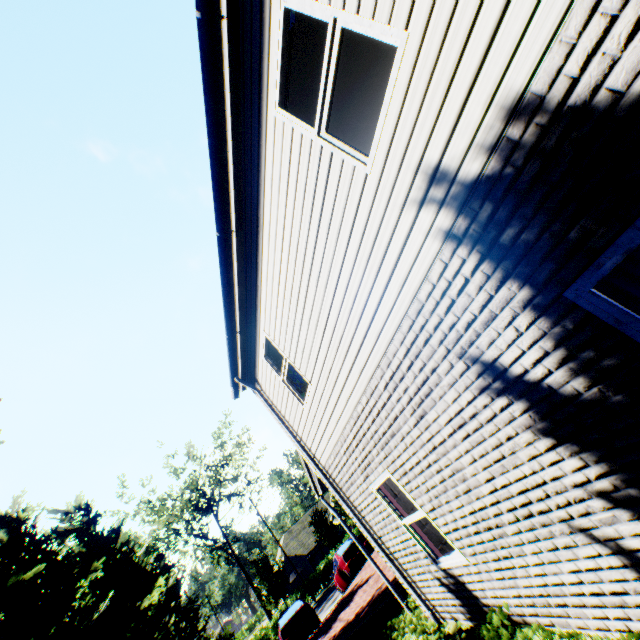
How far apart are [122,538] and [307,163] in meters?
22.1

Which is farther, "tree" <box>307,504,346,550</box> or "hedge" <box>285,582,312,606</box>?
"tree" <box>307,504,346,550</box>

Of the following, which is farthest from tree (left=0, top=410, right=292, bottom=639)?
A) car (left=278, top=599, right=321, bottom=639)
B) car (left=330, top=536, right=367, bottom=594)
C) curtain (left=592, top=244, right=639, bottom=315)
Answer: car (left=330, top=536, right=367, bottom=594)

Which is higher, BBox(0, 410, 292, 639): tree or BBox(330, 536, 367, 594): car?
BBox(0, 410, 292, 639): tree

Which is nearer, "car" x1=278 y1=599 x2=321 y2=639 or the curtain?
the curtain

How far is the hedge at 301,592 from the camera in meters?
34.0 m

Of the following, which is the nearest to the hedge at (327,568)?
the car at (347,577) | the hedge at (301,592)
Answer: the hedge at (301,592)

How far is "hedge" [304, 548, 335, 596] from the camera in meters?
34.8
